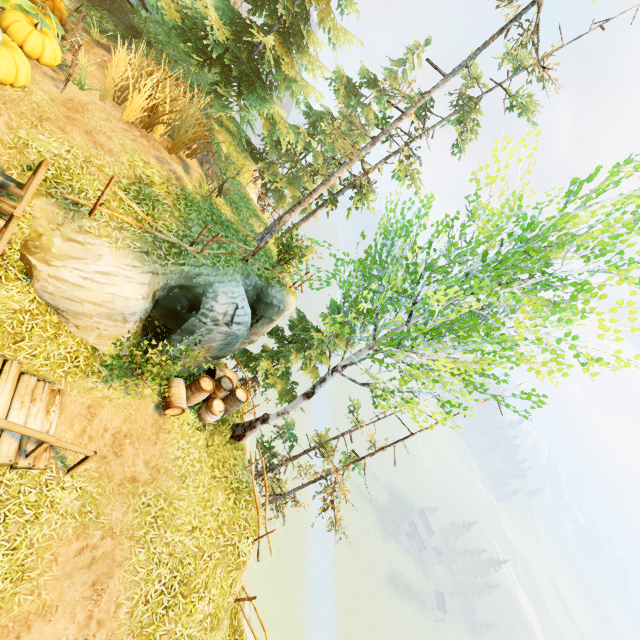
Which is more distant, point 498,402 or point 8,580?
point 498,402

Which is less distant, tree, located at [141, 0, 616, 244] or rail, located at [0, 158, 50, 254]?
rail, located at [0, 158, 50, 254]

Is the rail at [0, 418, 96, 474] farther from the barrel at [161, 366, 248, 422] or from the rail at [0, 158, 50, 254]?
the barrel at [161, 366, 248, 422]

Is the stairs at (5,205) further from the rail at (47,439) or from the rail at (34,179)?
the rail at (47,439)

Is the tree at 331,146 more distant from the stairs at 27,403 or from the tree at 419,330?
the stairs at 27,403

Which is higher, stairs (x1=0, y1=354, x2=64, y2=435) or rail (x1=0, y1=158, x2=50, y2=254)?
rail (x1=0, y1=158, x2=50, y2=254)

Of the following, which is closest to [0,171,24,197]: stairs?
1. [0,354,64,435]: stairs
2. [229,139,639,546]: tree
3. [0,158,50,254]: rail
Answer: [0,158,50,254]: rail

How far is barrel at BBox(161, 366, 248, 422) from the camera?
9.8m
